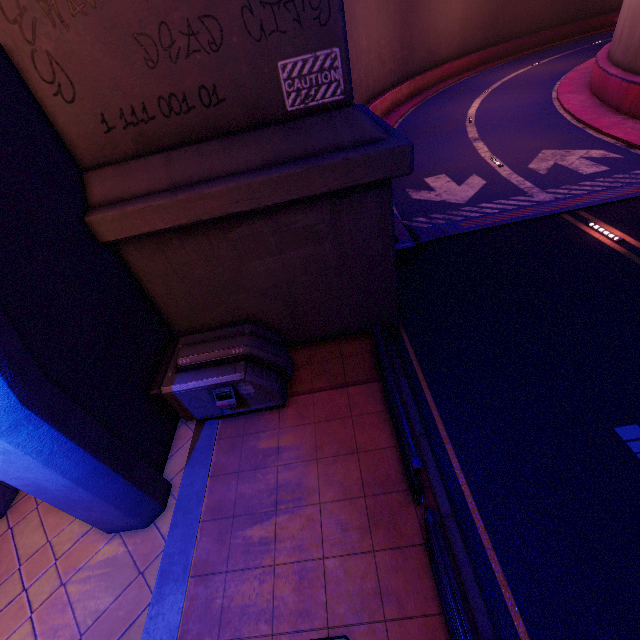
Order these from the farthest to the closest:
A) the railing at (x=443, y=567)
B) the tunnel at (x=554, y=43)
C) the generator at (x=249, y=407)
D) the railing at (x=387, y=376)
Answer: the tunnel at (x=554, y=43) → the generator at (x=249, y=407) → the railing at (x=387, y=376) → the railing at (x=443, y=567)

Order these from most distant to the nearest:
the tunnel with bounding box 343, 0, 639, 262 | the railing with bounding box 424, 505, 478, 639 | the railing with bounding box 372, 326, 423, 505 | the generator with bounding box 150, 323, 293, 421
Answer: the tunnel with bounding box 343, 0, 639, 262 → the generator with bounding box 150, 323, 293, 421 → the railing with bounding box 372, 326, 423, 505 → the railing with bounding box 424, 505, 478, 639

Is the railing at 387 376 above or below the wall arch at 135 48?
below

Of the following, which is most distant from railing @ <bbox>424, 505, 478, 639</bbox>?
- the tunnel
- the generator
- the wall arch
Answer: the tunnel

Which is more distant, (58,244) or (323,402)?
(323,402)

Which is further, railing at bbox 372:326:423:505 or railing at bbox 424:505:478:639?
railing at bbox 372:326:423:505

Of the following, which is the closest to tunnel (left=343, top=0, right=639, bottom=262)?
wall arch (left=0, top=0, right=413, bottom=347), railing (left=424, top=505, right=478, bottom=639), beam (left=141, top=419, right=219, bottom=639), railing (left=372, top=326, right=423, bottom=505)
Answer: wall arch (left=0, top=0, right=413, bottom=347)

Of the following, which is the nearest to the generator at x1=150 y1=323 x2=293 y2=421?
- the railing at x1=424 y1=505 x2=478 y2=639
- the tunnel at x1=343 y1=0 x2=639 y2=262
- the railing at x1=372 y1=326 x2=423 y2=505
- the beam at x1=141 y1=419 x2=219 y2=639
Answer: the beam at x1=141 y1=419 x2=219 y2=639
